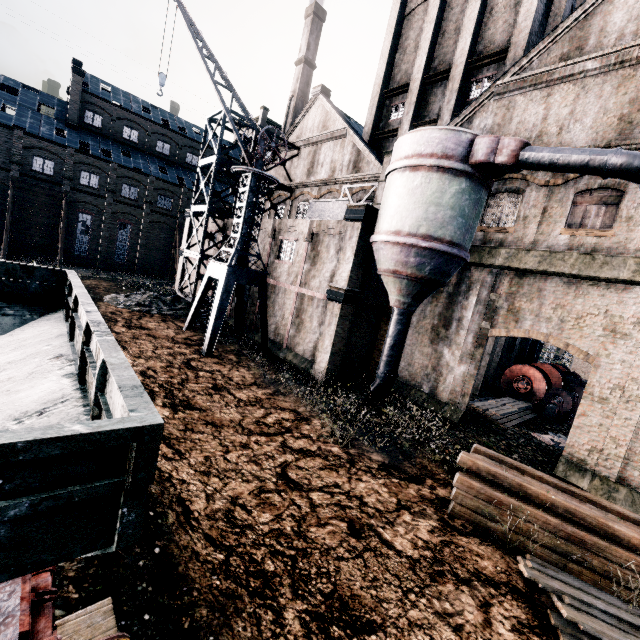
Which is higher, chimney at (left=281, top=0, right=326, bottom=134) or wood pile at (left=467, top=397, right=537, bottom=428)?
chimney at (left=281, top=0, right=326, bottom=134)

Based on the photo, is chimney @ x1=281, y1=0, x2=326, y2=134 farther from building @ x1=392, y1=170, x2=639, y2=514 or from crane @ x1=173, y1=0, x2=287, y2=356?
crane @ x1=173, y1=0, x2=287, y2=356

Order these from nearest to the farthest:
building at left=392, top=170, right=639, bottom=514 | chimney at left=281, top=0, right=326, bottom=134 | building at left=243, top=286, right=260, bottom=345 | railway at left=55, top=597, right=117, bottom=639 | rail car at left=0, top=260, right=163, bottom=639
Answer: rail car at left=0, top=260, right=163, bottom=639 → railway at left=55, top=597, right=117, bottom=639 → building at left=392, top=170, right=639, bottom=514 → building at left=243, top=286, right=260, bottom=345 → chimney at left=281, top=0, right=326, bottom=134

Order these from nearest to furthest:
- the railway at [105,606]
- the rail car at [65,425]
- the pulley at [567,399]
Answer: the rail car at [65,425], the railway at [105,606], the pulley at [567,399]

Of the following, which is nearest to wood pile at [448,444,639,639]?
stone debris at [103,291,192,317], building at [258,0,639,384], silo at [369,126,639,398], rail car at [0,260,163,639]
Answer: building at [258,0,639,384]

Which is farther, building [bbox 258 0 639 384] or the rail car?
building [bbox 258 0 639 384]

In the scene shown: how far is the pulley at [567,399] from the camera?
21.84m

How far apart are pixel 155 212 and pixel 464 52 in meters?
42.1 m
